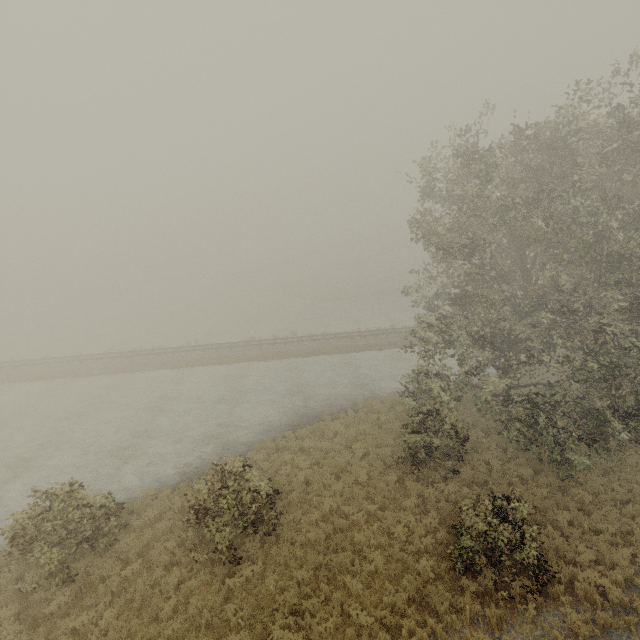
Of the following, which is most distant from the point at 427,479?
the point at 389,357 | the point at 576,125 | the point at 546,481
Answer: the point at 389,357
